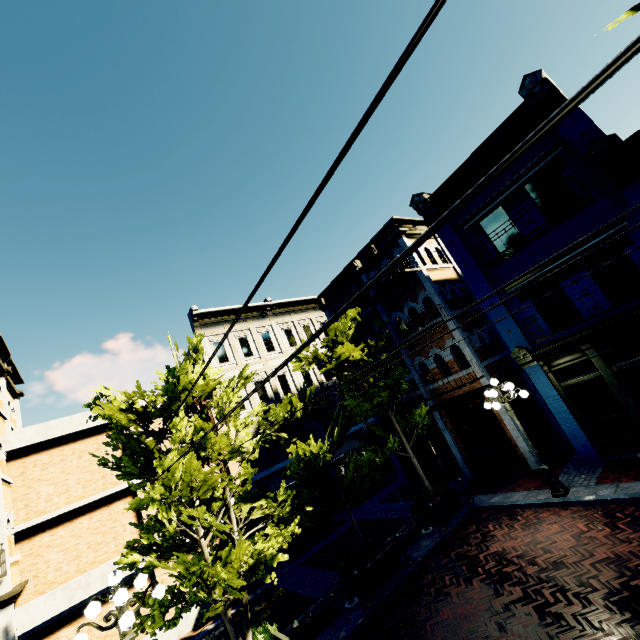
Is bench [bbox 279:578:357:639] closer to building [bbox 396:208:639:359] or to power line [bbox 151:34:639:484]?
power line [bbox 151:34:639:484]

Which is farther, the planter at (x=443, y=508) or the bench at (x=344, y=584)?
the planter at (x=443, y=508)

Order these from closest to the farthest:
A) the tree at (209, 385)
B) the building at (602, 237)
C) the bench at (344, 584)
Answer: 1. the tree at (209, 385)
2. the bench at (344, 584)
3. the building at (602, 237)

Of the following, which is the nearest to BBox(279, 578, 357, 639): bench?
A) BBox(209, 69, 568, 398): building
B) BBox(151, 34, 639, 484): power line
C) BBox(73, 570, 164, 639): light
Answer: BBox(73, 570, 164, 639): light

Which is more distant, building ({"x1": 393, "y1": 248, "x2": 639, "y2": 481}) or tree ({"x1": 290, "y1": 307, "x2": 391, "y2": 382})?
tree ({"x1": 290, "y1": 307, "x2": 391, "y2": 382})

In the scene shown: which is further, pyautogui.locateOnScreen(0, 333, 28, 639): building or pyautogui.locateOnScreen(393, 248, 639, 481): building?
pyautogui.locateOnScreen(393, 248, 639, 481): building

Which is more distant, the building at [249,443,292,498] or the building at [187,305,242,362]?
the building at [187,305,242,362]

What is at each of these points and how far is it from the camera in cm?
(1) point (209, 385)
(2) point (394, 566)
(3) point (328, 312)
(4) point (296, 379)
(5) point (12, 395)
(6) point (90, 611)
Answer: (1) tree, 852
(2) planter, 918
(3) building, 2025
(4) building, 2067
(5) building, 1498
(6) light, 561
